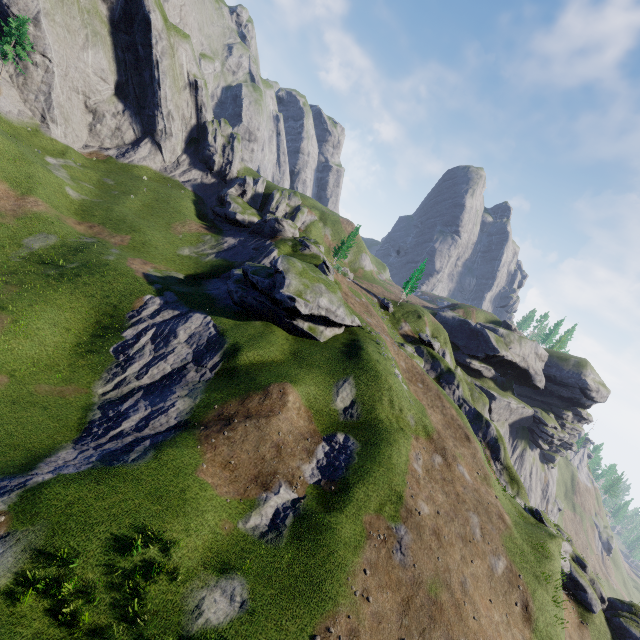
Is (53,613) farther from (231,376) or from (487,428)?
(487,428)
